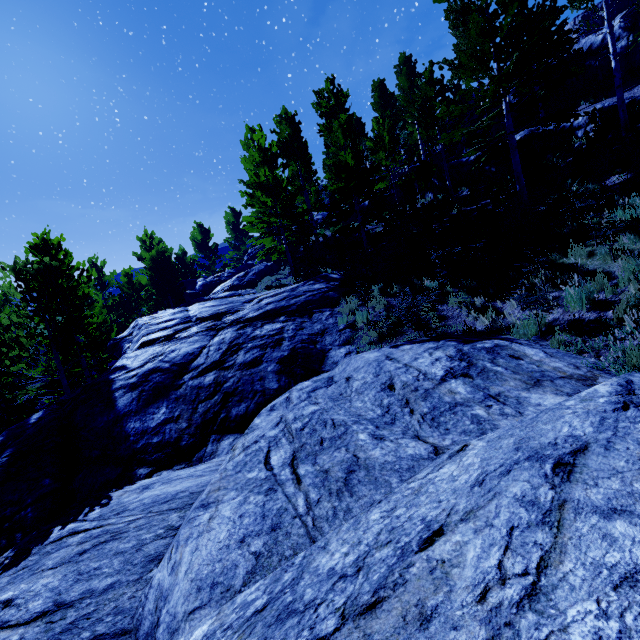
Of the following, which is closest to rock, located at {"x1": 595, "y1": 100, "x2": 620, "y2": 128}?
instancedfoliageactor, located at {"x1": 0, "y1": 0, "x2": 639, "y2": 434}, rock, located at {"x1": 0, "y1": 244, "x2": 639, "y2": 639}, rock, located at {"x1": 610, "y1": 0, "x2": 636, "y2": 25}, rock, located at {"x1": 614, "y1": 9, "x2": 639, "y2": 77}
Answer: instancedfoliageactor, located at {"x1": 0, "y1": 0, "x2": 639, "y2": 434}

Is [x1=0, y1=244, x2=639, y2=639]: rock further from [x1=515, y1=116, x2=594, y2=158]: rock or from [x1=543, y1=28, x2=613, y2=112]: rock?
[x1=543, y1=28, x2=613, y2=112]: rock

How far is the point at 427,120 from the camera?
17.0m

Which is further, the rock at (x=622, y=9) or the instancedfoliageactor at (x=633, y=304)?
the rock at (x=622, y=9)

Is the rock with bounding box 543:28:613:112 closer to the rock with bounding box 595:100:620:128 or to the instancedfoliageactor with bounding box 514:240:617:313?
the instancedfoliageactor with bounding box 514:240:617:313

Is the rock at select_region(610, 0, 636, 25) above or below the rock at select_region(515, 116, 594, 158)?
above

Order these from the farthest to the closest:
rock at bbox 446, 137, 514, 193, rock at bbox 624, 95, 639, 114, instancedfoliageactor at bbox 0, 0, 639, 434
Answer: rock at bbox 446, 137, 514, 193, rock at bbox 624, 95, 639, 114, instancedfoliageactor at bbox 0, 0, 639, 434

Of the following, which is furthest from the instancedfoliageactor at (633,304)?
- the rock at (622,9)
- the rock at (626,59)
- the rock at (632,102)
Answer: the rock at (622,9)
